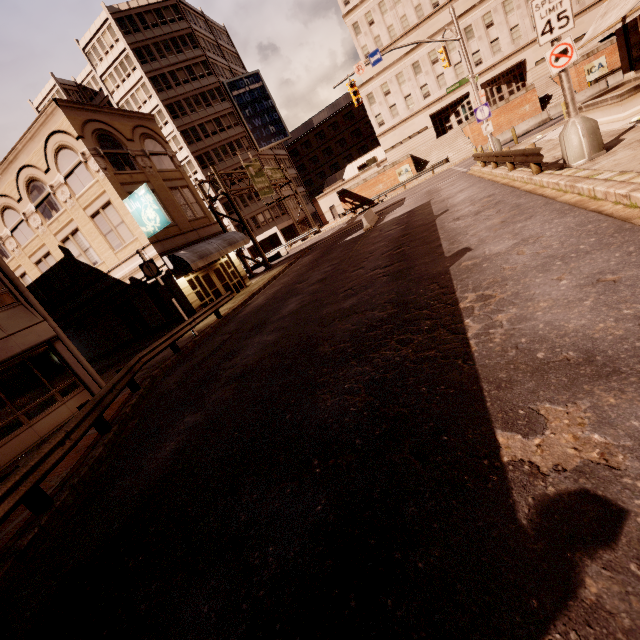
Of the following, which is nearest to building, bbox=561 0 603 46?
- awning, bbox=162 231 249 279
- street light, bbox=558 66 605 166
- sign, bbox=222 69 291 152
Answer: sign, bbox=222 69 291 152

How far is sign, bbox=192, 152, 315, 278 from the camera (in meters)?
29.25

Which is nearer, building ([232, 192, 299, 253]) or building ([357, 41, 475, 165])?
building ([357, 41, 475, 165])

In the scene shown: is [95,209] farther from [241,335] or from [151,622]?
[151,622]

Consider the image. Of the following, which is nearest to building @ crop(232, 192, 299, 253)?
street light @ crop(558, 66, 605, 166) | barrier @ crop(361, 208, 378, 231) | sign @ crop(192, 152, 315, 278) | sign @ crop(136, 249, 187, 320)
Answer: sign @ crop(192, 152, 315, 278)

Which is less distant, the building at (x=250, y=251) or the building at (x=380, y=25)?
the building at (x=380, y=25)

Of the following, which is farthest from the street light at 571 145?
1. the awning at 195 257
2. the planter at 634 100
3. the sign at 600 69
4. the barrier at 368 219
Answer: the sign at 600 69

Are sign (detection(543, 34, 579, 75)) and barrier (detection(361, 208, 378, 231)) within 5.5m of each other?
no
